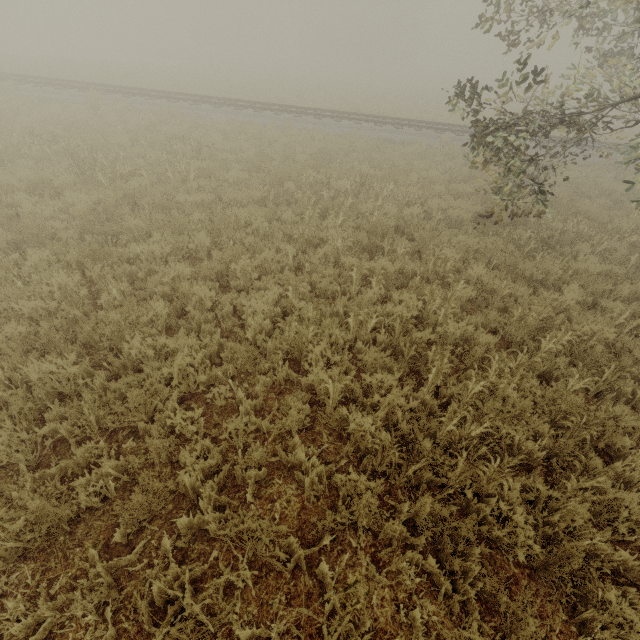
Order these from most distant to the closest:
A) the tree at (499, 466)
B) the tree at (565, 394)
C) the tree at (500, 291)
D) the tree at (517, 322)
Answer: the tree at (500, 291) < the tree at (517, 322) < the tree at (565, 394) < the tree at (499, 466)

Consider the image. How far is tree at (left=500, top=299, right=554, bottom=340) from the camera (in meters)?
5.48

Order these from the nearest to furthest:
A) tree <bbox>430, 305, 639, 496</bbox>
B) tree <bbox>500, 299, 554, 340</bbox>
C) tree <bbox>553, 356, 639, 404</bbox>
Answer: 1. tree <bbox>430, 305, 639, 496</bbox>
2. tree <bbox>553, 356, 639, 404</bbox>
3. tree <bbox>500, 299, 554, 340</bbox>

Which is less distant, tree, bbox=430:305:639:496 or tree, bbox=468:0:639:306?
tree, bbox=430:305:639:496

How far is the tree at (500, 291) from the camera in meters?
6.2 m

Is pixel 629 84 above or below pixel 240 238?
above
